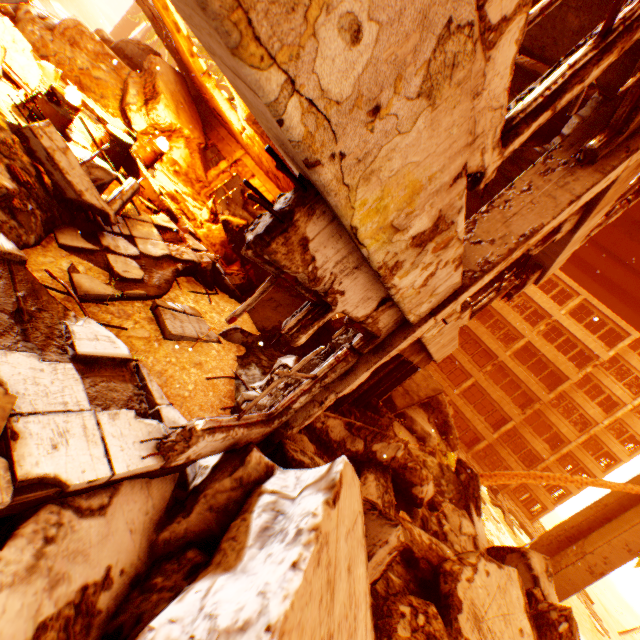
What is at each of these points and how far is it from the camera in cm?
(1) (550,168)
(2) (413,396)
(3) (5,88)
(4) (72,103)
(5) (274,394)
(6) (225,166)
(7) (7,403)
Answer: (1) pillar, 336
(2) floor rubble, 1071
(3) floor rubble, 613
(4) metal barrel, 660
(5) pillar, 405
(6) pillar, 1220
(7) rock pile, 191

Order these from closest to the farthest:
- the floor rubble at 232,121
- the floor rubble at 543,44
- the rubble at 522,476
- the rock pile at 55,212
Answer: the floor rubble at 543,44 < the rock pile at 55,212 < the floor rubble at 232,121 < the rubble at 522,476

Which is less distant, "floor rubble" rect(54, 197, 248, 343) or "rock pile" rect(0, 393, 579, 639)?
"rock pile" rect(0, 393, 579, 639)

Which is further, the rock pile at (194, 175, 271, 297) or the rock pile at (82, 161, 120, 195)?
the rock pile at (194, 175, 271, 297)

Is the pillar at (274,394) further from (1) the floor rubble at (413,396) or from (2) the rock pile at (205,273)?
(1) the floor rubble at (413,396)

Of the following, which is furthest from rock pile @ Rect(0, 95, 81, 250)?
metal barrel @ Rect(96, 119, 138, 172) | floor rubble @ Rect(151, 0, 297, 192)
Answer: floor rubble @ Rect(151, 0, 297, 192)

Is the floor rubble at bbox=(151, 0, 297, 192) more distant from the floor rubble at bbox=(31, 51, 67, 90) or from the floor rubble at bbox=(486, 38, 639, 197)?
the floor rubble at bbox=(31, 51, 67, 90)
